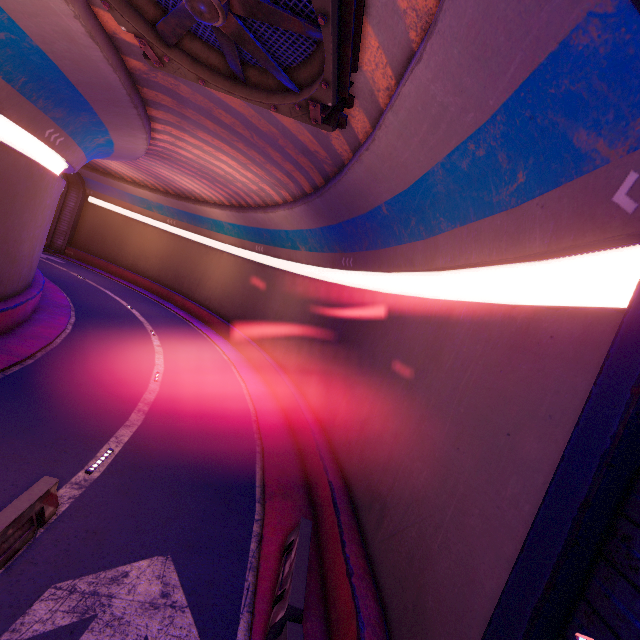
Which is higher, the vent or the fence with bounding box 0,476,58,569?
the vent

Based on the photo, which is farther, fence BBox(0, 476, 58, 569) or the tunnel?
fence BBox(0, 476, 58, 569)

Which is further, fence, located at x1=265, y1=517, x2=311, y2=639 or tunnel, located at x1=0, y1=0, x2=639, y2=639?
fence, located at x1=265, y1=517, x2=311, y2=639

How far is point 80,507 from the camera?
7.6 meters

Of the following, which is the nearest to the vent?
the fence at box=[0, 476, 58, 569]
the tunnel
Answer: the tunnel

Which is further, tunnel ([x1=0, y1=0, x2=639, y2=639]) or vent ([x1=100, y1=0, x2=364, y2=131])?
vent ([x1=100, y1=0, x2=364, y2=131])

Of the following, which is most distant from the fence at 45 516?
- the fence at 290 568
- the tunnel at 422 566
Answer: the fence at 290 568

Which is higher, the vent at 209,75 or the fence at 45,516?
the vent at 209,75
